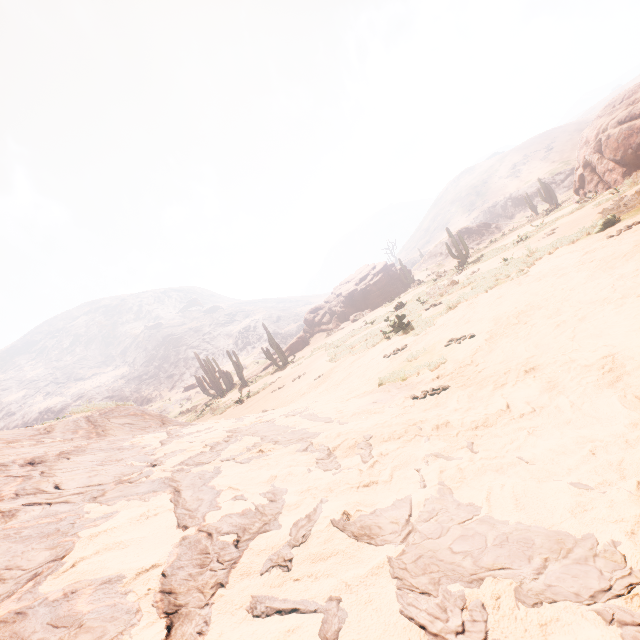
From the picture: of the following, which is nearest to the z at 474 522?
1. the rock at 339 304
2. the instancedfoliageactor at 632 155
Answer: the instancedfoliageactor at 632 155

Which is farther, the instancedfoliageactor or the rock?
the rock

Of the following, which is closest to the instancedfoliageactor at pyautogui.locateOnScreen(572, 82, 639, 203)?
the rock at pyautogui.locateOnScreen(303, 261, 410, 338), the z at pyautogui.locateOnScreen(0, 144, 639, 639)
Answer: the rock at pyautogui.locateOnScreen(303, 261, 410, 338)

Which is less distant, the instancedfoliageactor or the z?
the z

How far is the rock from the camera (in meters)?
33.28

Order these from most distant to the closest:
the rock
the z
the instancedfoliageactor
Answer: the rock → the instancedfoliageactor → the z

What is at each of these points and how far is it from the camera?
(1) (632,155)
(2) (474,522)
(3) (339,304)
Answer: (1) instancedfoliageactor, 17.0m
(2) z, 1.4m
(3) rock, 34.9m
